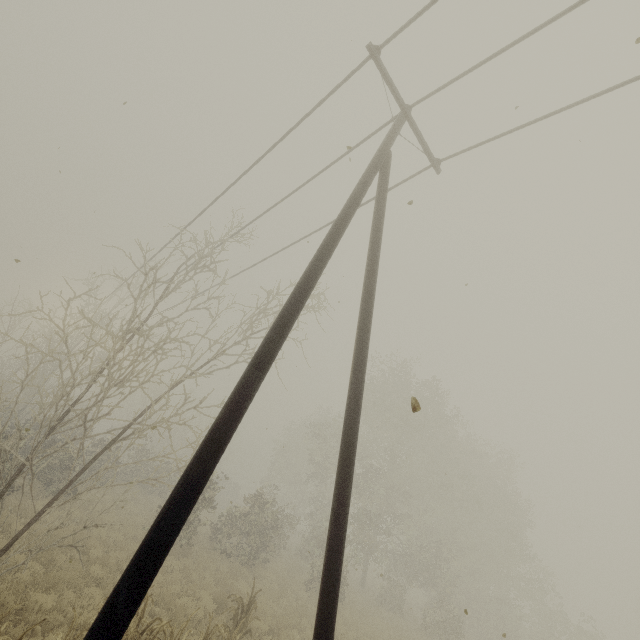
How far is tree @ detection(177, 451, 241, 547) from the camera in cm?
1502

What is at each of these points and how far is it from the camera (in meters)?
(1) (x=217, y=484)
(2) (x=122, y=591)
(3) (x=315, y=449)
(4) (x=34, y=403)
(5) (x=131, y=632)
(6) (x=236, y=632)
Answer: (1) tree, 41.50
(2) utility pole, 2.66
(3) tree, 28.53
(4) tree, 8.41
(5) tree, 5.59
(6) tree, 7.29

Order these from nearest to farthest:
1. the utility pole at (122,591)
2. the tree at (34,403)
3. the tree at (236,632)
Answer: the utility pole at (122,591) < the tree at (236,632) < the tree at (34,403)

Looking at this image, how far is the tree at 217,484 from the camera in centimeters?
1502cm

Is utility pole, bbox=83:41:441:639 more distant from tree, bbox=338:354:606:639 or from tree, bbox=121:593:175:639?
tree, bbox=338:354:606:639

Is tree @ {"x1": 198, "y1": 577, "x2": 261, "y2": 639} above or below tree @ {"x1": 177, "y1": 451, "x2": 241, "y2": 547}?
below

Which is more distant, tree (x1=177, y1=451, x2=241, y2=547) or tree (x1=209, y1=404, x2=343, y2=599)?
tree (x1=209, y1=404, x2=343, y2=599)

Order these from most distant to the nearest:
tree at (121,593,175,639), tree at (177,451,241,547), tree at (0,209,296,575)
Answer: tree at (177,451,241,547), tree at (0,209,296,575), tree at (121,593,175,639)
